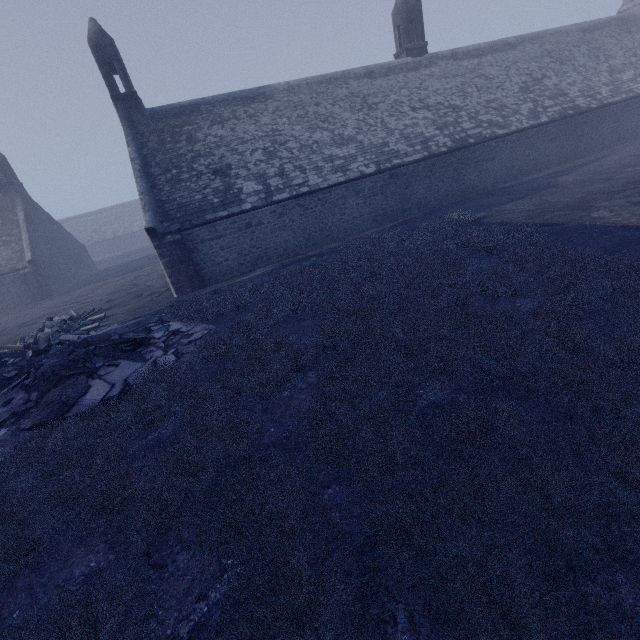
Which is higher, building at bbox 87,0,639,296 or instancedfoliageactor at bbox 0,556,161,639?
building at bbox 87,0,639,296

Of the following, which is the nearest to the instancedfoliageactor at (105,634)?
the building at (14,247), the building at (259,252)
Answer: the building at (259,252)

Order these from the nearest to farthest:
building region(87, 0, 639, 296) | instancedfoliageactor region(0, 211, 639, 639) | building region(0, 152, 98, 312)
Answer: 1. instancedfoliageactor region(0, 211, 639, 639)
2. building region(87, 0, 639, 296)
3. building region(0, 152, 98, 312)

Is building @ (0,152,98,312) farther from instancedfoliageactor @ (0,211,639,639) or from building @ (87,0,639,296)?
instancedfoliageactor @ (0,211,639,639)

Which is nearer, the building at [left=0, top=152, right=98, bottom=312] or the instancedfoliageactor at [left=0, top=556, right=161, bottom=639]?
the instancedfoliageactor at [left=0, top=556, right=161, bottom=639]

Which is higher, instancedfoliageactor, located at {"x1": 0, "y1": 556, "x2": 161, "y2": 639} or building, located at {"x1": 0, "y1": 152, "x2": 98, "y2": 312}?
building, located at {"x1": 0, "y1": 152, "x2": 98, "y2": 312}

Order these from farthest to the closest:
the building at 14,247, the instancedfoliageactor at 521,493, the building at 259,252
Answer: the building at 14,247, the building at 259,252, the instancedfoliageactor at 521,493

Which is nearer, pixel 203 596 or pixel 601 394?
pixel 203 596
